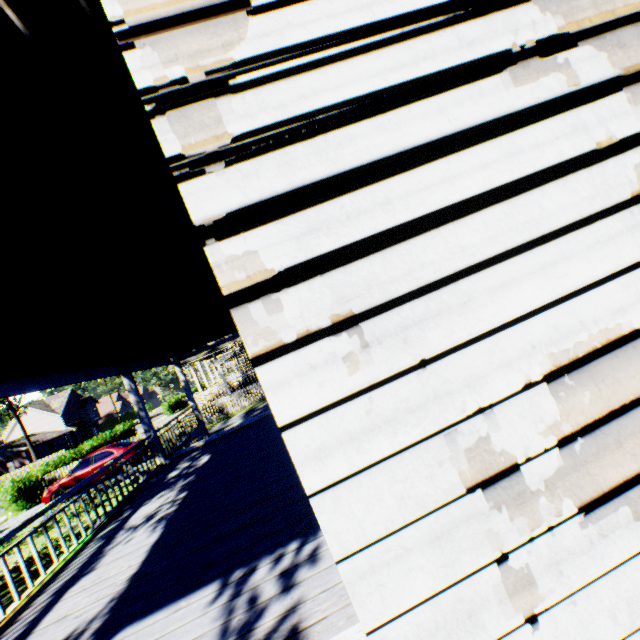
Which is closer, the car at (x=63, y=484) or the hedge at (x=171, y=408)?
the car at (x=63, y=484)

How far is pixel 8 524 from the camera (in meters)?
16.50

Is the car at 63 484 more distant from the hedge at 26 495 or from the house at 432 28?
the house at 432 28

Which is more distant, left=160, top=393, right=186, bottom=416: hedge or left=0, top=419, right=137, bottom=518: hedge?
left=160, top=393, right=186, bottom=416: hedge

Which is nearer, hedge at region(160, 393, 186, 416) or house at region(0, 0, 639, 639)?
house at region(0, 0, 639, 639)

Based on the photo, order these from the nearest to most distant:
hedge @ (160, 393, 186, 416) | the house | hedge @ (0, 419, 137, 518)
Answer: the house < hedge @ (0, 419, 137, 518) < hedge @ (160, 393, 186, 416)

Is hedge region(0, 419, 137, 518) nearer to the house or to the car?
the car

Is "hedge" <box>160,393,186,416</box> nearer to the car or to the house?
the car
